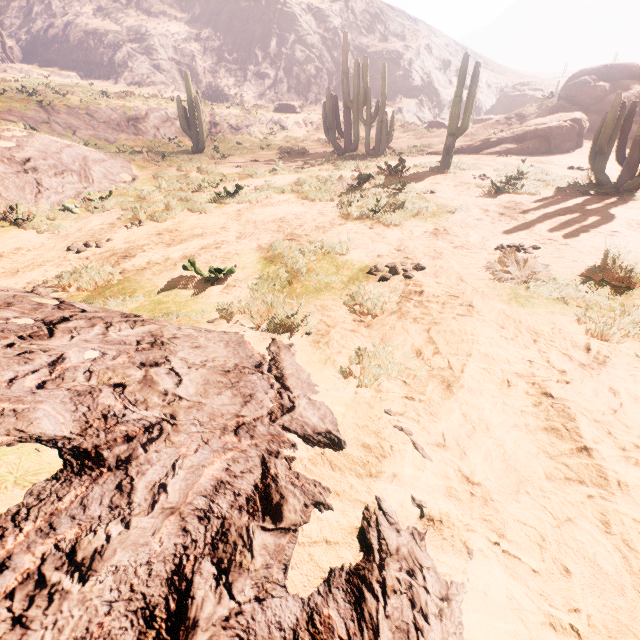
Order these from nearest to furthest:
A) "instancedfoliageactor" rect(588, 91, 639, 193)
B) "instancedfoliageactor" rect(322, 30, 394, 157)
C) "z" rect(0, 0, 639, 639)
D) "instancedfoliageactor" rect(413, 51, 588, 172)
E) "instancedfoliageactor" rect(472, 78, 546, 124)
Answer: "z" rect(0, 0, 639, 639)
"instancedfoliageactor" rect(588, 91, 639, 193)
"instancedfoliageactor" rect(413, 51, 588, 172)
"instancedfoliageactor" rect(322, 30, 394, 157)
"instancedfoliageactor" rect(472, 78, 546, 124)

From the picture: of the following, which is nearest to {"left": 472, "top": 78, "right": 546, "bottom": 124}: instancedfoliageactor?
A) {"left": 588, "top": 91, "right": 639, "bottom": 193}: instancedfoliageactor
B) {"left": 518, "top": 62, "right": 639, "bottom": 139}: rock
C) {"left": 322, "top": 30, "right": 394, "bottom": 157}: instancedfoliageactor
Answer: {"left": 518, "top": 62, "right": 639, "bottom": 139}: rock

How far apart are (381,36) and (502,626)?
63.3m

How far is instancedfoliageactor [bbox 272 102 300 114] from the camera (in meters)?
31.59

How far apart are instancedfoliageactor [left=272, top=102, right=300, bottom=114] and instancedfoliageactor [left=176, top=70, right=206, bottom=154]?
15.7 meters

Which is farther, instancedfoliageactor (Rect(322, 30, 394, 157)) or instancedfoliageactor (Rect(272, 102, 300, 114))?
instancedfoliageactor (Rect(272, 102, 300, 114))

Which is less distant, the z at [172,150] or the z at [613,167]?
the z at [172,150]

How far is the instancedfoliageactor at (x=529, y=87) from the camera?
31.09m
